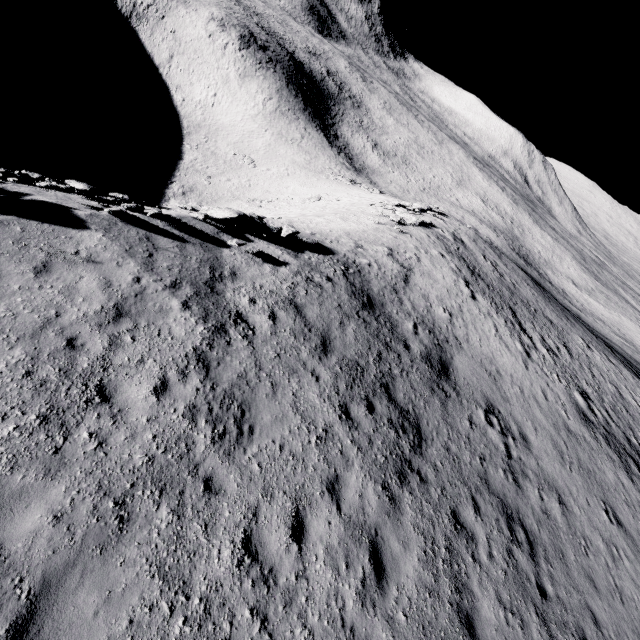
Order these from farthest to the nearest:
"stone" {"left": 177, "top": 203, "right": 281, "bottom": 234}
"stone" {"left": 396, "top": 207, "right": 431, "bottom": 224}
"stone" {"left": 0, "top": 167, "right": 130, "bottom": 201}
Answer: "stone" {"left": 396, "top": 207, "right": 431, "bottom": 224}
"stone" {"left": 177, "top": 203, "right": 281, "bottom": 234}
"stone" {"left": 0, "top": 167, "right": 130, "bottom": 201}

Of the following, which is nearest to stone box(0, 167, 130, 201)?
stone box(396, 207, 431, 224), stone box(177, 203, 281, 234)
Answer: stone box(177, 203, 281, 234)

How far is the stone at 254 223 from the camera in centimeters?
1298cm

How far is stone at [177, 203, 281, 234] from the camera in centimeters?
1298cm

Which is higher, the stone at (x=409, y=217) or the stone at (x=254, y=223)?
the stone at (x=409, y=217)

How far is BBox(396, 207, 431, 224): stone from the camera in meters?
27.3 m

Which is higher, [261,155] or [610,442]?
[610,442]

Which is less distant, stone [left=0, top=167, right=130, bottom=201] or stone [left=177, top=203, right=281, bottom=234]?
stone [left=0, top=167, right=130, bottom=201]
